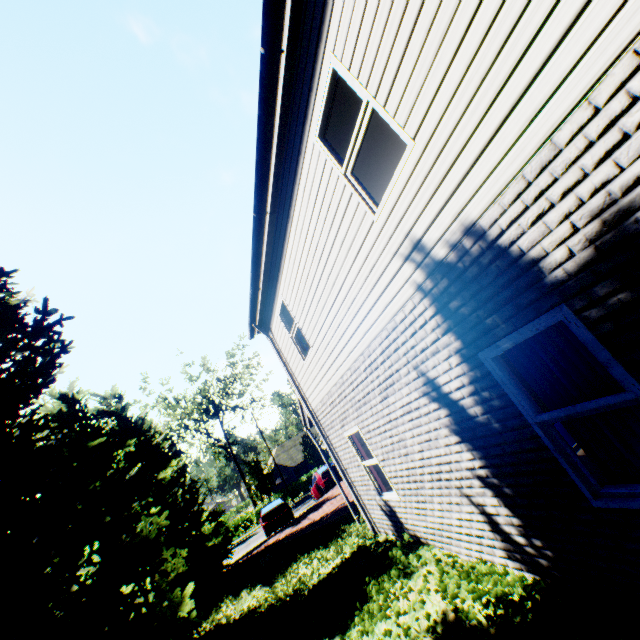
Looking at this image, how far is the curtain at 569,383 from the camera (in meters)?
2.73

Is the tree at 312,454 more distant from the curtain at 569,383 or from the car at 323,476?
the car at 323,476

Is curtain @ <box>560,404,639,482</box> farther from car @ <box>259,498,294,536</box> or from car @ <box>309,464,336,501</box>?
car @ <box>259,498,294,536</box>

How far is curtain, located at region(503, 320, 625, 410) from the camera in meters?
2.7

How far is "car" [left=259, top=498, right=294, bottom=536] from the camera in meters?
18.8 m

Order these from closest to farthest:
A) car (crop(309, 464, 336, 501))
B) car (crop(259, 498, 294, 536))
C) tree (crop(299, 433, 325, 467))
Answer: car (crop(259, 498, 294, 536)) → car (crop(309, 464, 336, 501)) → tree (crop(299, 433, 325, 467))

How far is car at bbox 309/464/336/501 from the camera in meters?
20.0

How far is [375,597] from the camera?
5.09m
